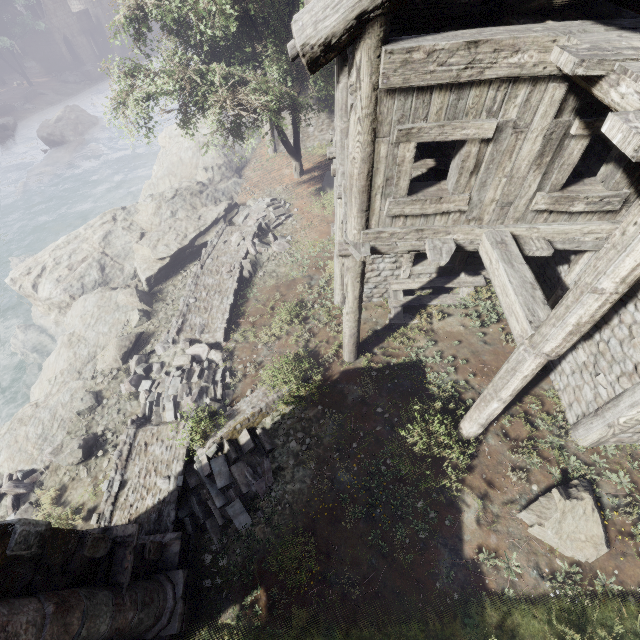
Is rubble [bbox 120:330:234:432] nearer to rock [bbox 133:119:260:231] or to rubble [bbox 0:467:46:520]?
rubble [bbox 0:467:46:520]

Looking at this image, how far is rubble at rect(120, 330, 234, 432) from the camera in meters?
9.3 m

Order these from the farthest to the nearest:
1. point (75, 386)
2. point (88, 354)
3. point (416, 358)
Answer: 1. point (88, 354)
2. point (75, 386)
3. point (416, 358)

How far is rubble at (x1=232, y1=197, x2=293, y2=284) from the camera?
13.73m

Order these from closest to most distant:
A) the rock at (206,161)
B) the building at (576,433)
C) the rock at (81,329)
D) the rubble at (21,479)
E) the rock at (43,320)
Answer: the building at (576,433) → the rubble at (21,479) → the rock at (81,329) → the rock at (43,320) → the rock at (206,161)

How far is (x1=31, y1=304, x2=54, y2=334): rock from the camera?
15.9m

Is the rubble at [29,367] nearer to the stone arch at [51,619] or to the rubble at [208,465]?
the stone arch at [51,619]

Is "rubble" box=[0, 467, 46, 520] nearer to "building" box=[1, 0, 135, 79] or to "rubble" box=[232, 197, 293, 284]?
"rubble" box=[232, 197, 293, 284]
